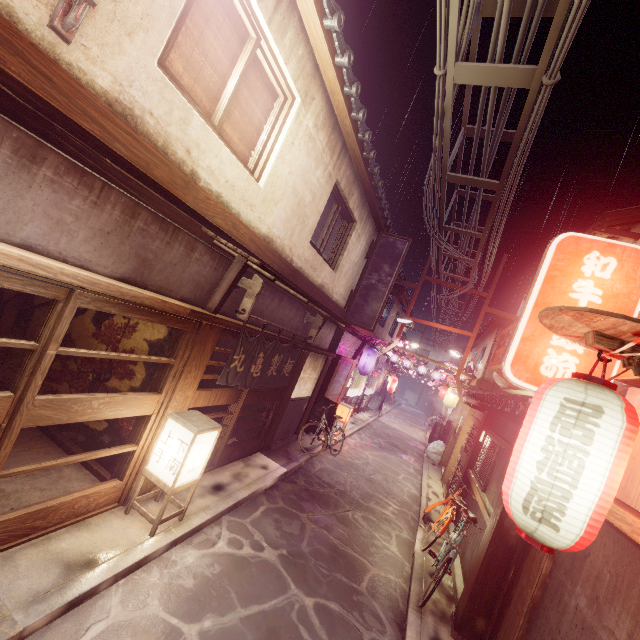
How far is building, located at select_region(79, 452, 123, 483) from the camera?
8.8 meters

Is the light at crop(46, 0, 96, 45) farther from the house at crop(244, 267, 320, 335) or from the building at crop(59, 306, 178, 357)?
the building at crop(59, 306, 178, 357)

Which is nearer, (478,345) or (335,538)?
(335,538)

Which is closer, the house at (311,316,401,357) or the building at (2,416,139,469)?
the building at (2,416,139,469)

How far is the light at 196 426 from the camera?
7.83m

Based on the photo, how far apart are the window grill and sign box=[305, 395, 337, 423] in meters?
7.7 m

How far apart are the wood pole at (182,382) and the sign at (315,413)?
10.94m

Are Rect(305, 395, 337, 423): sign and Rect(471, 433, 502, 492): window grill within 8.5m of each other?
yes
